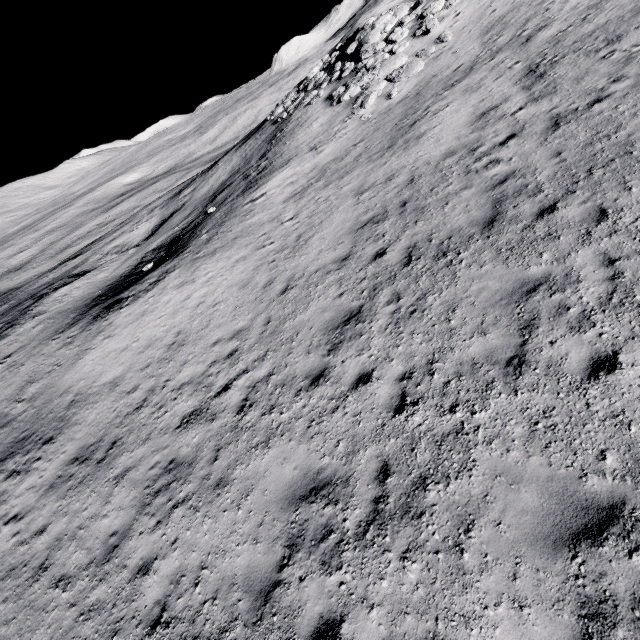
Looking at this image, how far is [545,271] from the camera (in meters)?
6.61
